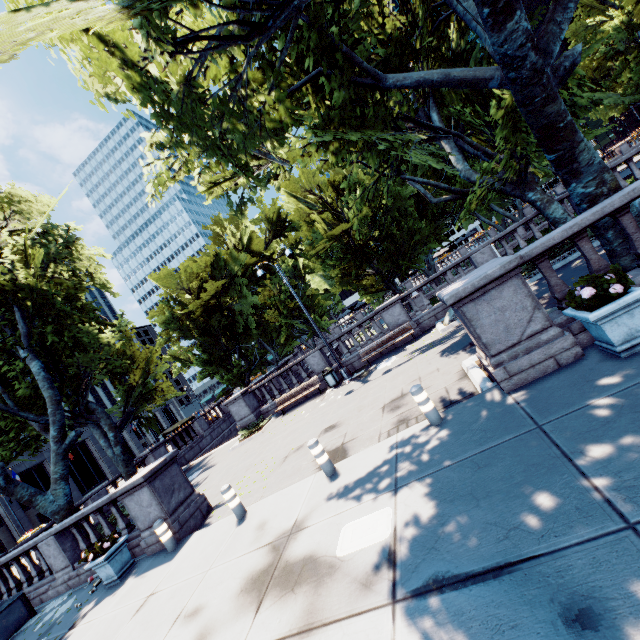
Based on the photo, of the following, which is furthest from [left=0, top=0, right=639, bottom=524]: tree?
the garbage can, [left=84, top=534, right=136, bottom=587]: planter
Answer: the garbage can

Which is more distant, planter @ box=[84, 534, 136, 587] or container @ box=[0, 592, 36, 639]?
container @ box=[0, 592, 36, 639]

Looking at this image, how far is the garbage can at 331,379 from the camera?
16.38m

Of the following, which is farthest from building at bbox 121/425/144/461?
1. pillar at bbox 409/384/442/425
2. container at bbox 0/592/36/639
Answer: pillar at bbox 409/384/442/425

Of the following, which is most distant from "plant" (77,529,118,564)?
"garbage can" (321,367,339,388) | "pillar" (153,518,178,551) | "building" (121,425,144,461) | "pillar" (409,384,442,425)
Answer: "building" (121,425,144,461)

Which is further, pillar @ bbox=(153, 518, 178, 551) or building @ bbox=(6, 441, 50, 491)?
building @ bbox=(6, 441, 50, 491)

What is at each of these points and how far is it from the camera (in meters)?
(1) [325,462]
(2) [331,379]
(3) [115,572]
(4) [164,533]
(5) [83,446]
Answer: (1) pillar, 7.05
(2) garbage can, 16.41
(3) planter, 8.68
(4) pillar, 8.52
(5) building, 48.12

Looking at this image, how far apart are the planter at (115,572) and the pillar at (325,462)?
6.6m
